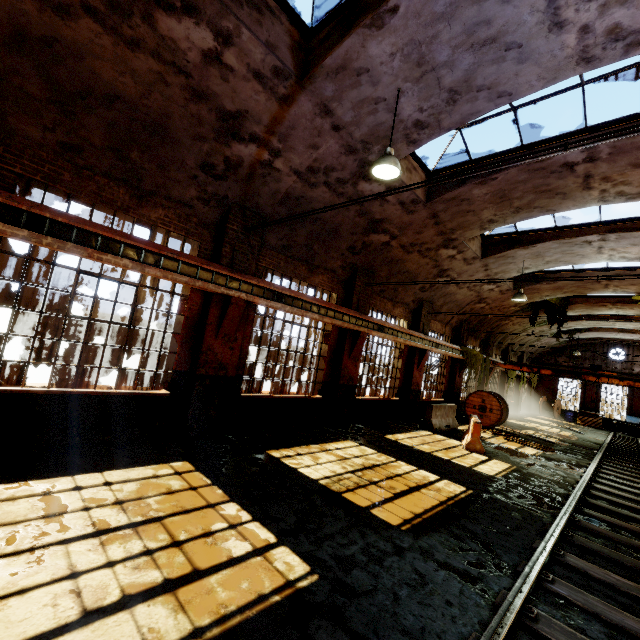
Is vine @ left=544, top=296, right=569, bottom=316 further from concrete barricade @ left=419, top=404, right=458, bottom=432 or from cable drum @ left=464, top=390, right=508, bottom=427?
concrete barricade @ left=419, top=404, right=458, bottom=432

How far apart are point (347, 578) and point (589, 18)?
8.06m

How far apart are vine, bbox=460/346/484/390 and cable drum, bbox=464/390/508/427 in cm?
38

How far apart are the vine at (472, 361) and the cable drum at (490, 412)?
0.4 meters

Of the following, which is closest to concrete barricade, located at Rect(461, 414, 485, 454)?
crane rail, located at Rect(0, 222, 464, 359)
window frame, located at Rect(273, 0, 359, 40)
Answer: crane rail, located at Rect(0, 222, 464, 359)

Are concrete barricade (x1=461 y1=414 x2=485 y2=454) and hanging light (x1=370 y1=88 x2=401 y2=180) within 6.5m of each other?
no

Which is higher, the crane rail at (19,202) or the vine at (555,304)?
the vine at (555,304)

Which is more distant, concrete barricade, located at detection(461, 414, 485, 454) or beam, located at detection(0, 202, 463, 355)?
concrete barricade, located at detection(461, 414, 485, 454)
